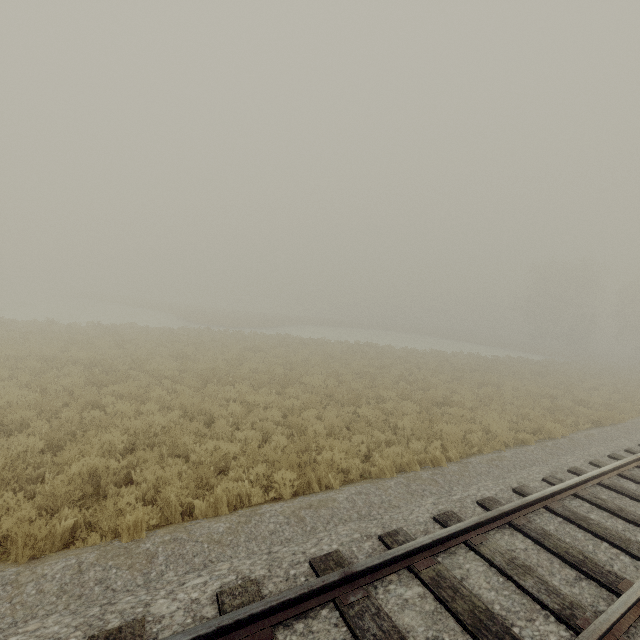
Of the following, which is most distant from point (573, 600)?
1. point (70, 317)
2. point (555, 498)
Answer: point (70, 317)
